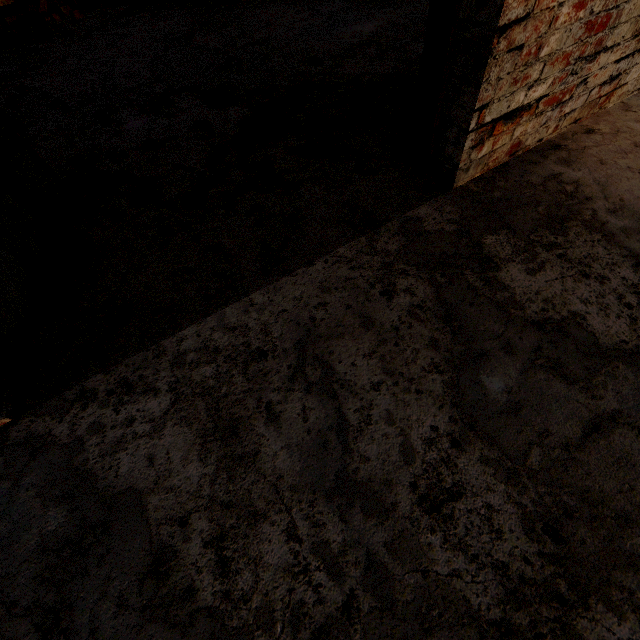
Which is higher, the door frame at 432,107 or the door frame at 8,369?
the door frame at 432,107

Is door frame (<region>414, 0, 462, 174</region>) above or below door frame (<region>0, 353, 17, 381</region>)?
above

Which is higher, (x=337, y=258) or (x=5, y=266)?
(x=5, y=266)
